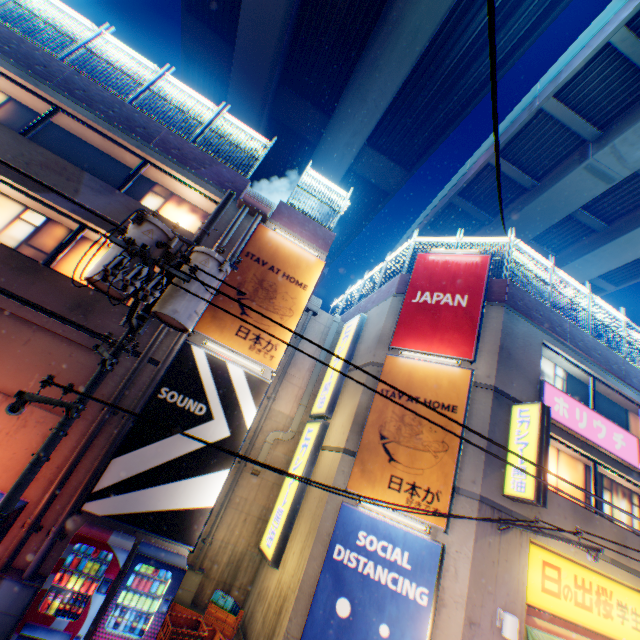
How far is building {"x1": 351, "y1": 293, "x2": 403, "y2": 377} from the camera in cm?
1109

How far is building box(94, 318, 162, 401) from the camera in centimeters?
795cm

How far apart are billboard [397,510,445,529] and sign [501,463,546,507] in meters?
1.3

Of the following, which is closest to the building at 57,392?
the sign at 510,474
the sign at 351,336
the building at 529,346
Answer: the sign at 351,336

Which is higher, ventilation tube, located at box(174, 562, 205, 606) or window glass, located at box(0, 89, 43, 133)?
window glass, located at box(0, 89, 43, 133)

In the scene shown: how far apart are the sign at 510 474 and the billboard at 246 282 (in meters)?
6.73

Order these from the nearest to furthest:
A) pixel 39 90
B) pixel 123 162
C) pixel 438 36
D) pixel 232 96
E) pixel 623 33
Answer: pixel 39 90
pixel 123 162
pixel 623 33
pixel 438 36
pixel 232 96

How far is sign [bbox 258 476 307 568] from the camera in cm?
988
